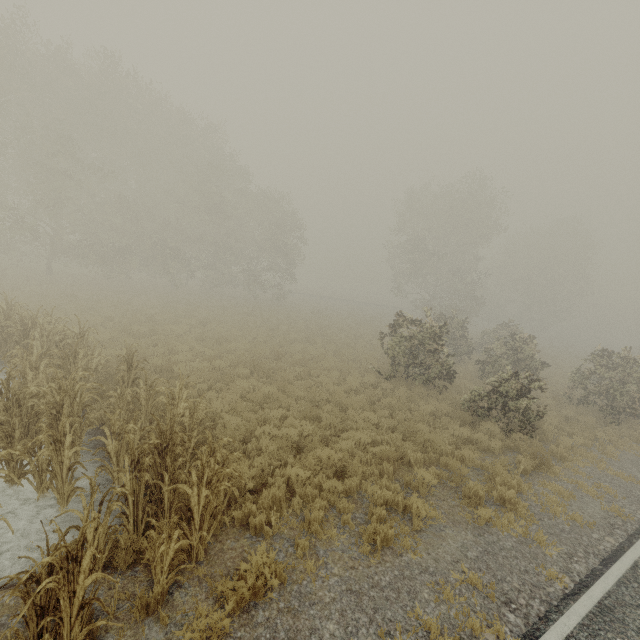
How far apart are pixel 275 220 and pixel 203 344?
20.39m

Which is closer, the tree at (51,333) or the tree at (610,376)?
the tree at (51,333)

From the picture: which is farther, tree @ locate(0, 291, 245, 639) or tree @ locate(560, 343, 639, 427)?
tree @ locate(560, 343, 639, 427)

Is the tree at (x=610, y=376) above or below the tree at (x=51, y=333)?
above

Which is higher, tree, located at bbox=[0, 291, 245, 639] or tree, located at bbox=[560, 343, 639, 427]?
tree, located at bbox=[560, 343, 639, 427]
